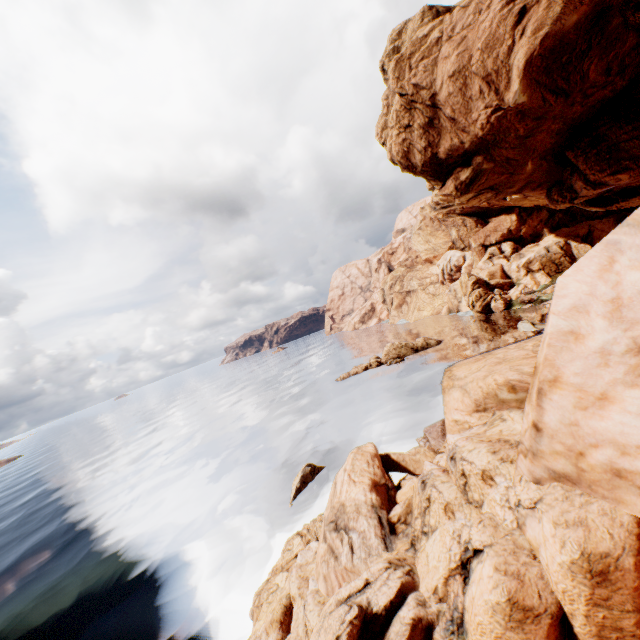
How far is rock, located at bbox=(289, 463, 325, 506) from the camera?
21.8m

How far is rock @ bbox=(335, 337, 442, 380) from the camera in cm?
4881

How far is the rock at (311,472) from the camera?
21.8 meters

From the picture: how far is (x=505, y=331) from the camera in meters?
42.3

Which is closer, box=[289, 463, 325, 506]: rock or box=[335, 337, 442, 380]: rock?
box=[289, 463, 325, 506]: rock

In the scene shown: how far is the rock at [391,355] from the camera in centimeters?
4881cm

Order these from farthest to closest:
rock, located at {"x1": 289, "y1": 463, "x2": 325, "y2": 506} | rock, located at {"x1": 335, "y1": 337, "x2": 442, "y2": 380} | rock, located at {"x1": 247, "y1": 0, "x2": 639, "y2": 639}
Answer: rock, located at {"x1": 335, "y1": 337, "x2": 442, "y2": 380} → rock, located at {"x1": 289, "y1": 463, "x2": 325, "y2": 506} → rock, located at {"x1": 247, "y1": 0, "x2": 639, "y2": 639}
